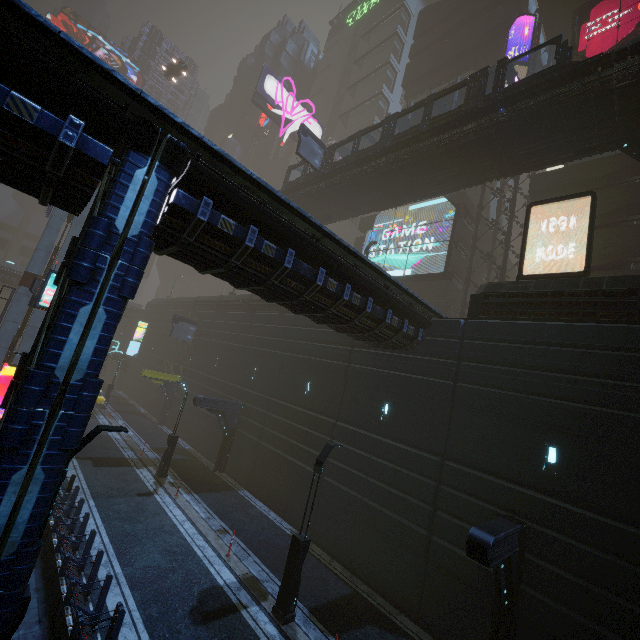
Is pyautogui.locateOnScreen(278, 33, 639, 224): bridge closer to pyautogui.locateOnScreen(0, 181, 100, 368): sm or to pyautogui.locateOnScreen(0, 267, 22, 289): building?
pyautogui.locateOnScreen(0, 267, 22, 289): building

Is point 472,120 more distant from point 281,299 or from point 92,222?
point 92,222

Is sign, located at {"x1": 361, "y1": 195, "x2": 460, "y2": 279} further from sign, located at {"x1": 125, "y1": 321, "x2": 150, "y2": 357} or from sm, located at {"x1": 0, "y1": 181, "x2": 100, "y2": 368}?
sm, located at {"x1": 0, "y1": 181, "x2": 100, "y2": 368}

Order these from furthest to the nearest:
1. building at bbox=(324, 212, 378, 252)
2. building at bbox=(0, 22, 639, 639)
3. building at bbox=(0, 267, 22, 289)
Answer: building at bbox=(0, 267, 22, 289) < building at bbox=(324, 212, 378, 252) < building at bbox=(0, 22, 639, 639)

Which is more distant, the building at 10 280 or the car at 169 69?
the car at 169 69

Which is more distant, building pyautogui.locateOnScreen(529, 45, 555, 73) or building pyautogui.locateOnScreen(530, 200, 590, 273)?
building pyautogui.locateOnScreen(529, 45, 555, 73)

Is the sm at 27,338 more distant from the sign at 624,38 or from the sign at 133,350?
the sign at 624,38

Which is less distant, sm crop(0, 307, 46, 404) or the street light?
the street light
